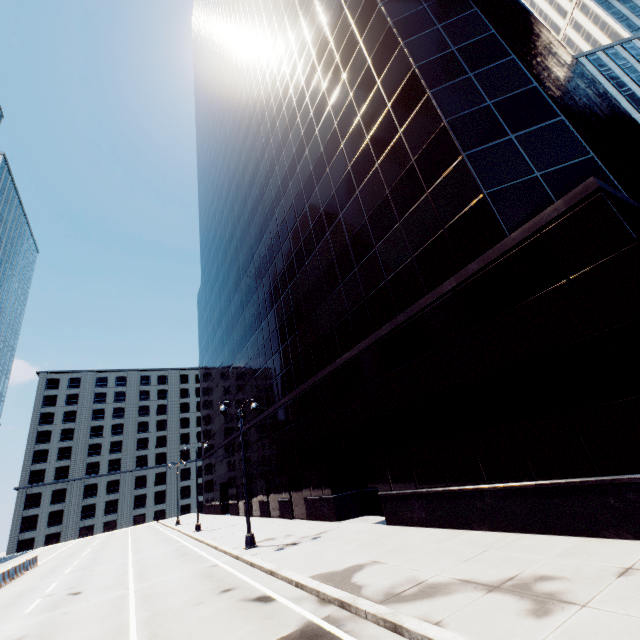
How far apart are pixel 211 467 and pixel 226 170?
44.6 meters
